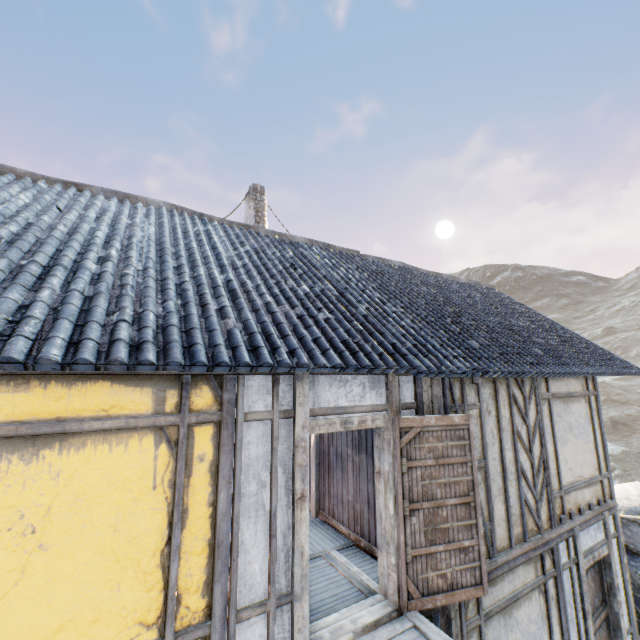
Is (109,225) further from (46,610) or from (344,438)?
(344,438)

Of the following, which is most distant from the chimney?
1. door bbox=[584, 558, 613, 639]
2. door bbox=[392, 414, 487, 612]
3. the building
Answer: door bbox=[584, 558, 613, 639]

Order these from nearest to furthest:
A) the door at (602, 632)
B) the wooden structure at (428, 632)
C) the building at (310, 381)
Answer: the building at (310, 381) → the wooden structure at (428, 632) → the door at (602, 632)

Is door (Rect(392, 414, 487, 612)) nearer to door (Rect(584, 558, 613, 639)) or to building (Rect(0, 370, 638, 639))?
building (Rect(0, 370, 638, 639))

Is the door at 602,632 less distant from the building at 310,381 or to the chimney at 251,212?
the building at 310,381

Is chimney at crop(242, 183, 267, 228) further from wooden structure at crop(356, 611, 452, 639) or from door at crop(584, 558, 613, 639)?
door at crop(584, 558, 613, 639)

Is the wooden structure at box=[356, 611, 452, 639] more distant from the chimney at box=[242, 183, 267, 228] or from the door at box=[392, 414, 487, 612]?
the chimney at box=[242, 183, 267, 228]
